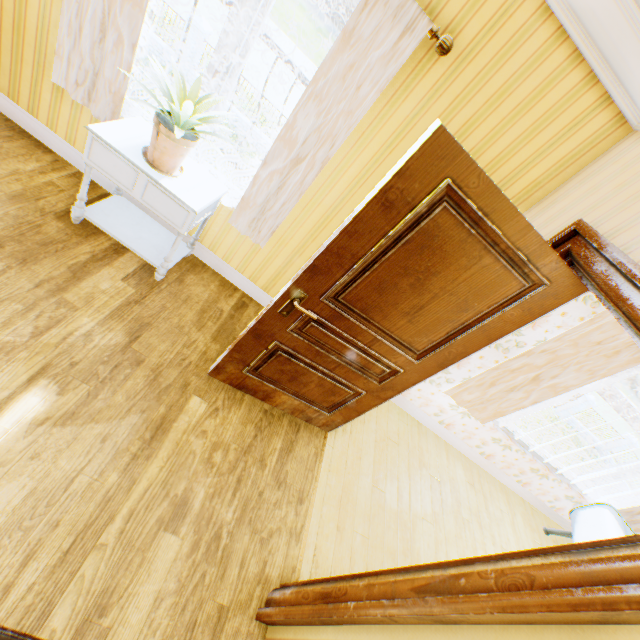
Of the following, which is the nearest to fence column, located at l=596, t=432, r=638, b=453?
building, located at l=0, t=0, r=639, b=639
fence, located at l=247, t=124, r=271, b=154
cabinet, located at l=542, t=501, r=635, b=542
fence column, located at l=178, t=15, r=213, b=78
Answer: building, located at l=0, t=0, r=639, b=639

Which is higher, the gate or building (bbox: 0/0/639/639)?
building (bbox: 0/0/639/639)

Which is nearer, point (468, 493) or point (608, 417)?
point (468, 493)

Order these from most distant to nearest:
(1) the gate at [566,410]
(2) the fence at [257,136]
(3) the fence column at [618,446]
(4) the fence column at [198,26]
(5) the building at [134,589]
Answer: (3) the fence column at [618,446] → (1) the gate at [566,410] → (2) the fence at [257,136] → (4) the fence column at [198,26] → (5) the building at [134,589]

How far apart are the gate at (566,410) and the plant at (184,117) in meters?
27.0

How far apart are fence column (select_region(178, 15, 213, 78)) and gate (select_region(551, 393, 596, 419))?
29.0 meters

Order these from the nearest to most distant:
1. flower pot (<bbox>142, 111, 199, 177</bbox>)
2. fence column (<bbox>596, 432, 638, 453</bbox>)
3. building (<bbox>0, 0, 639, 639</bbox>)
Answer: building (<bbox>0, 0, 639, 639</bbox>) < flower pot (<bbox>142, 111, 199, 177</bbox>) < fence column (<bbox>596, 432, 638, 453</bbox>)

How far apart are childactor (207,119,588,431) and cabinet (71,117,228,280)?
0.8 meters
